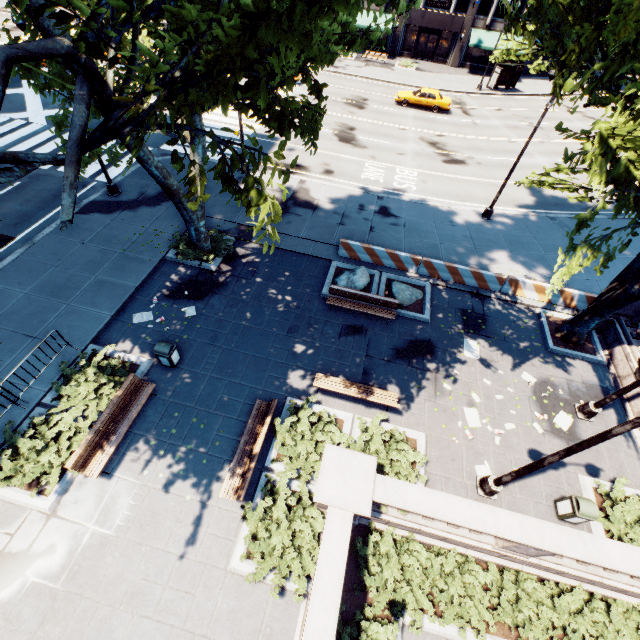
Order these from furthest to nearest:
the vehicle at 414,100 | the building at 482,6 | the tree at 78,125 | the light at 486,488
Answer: the building at 482,6, the vehicle at 414,100, the light at 486,488, the tree at 78,125

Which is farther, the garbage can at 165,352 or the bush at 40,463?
the garbage can at 165,352

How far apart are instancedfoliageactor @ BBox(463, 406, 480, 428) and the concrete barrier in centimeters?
642cm

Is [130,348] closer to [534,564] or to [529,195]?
[534,564]

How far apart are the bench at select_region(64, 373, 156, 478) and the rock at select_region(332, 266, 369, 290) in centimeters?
800cm

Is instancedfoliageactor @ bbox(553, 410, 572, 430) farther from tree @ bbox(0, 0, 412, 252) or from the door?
the door

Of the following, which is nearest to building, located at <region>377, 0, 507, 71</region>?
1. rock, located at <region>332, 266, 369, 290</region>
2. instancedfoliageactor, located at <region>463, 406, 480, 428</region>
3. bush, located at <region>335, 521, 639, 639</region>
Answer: rock, located at <region>332, 266, 369, 290</region>

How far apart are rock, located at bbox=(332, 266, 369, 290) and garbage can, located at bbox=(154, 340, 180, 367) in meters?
6.9
